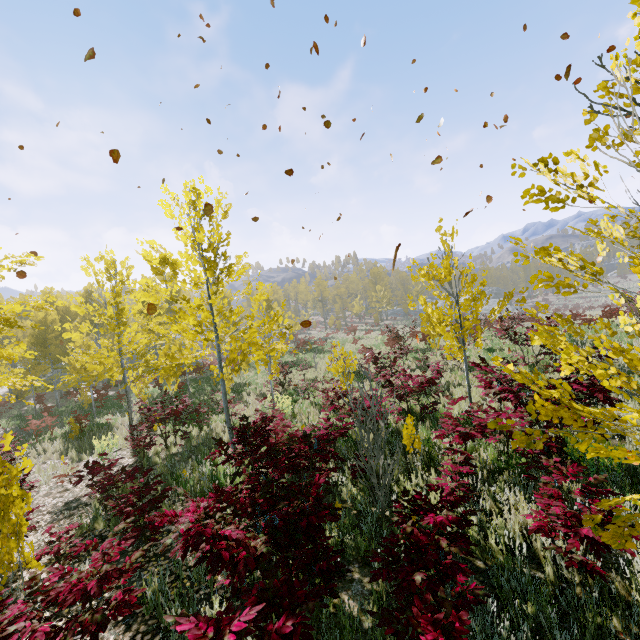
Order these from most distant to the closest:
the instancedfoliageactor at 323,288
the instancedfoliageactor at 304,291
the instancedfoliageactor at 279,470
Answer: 1. the instancedfoliageactor at 304,291
2. the instancedfoliageactor at 323,288
3. the instancedfoliageactor at 279,470

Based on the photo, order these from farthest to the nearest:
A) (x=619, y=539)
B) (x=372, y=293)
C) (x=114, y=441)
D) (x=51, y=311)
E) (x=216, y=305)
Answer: (x=372, y=293)
(x=216, y=305)
(x=114, y=441)
(x=51, y=311)
(x=619, y=539)

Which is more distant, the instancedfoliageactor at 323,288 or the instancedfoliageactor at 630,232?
the instancedfoliageactor at 323,288

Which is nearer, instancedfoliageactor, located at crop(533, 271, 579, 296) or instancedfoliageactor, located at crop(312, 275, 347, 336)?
instancedfoliageactor, located at crop(533, 271, 579, 296)

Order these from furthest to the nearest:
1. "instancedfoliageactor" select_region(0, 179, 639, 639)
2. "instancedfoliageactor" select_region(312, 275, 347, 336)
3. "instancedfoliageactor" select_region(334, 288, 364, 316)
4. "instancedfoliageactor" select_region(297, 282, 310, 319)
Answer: "instancedfoliageactor" select_region(334, 288, 364, 316) → "instancedfoliageactor" select_region(297, 282, 310, 319) → "instancedfoliageactor" select_region(312, 275, 347, 336) → "instancedfoliageactor" select_region(0, 179, 639, 639)

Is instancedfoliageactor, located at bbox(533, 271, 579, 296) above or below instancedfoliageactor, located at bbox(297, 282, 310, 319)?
below
